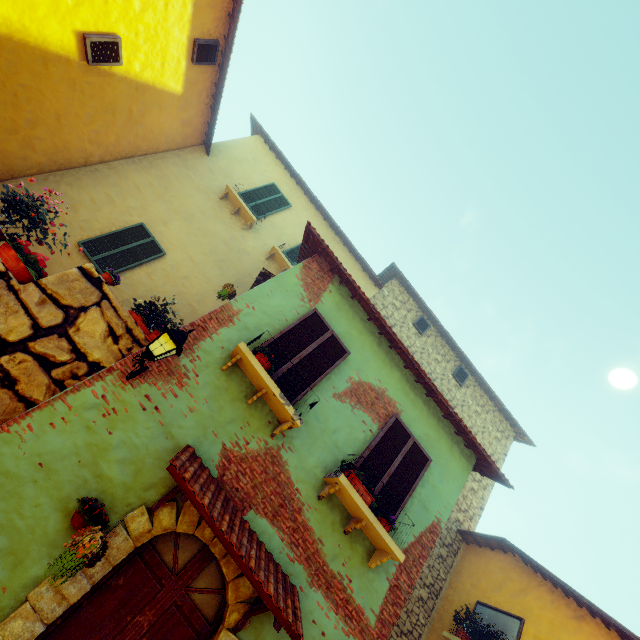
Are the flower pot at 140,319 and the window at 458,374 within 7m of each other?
no

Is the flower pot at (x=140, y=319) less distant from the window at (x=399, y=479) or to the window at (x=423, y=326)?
the window at (x=399, y=479)

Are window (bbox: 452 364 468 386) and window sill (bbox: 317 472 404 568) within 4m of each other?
no

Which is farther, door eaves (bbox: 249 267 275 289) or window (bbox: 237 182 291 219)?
window (bbox: 237 182 291 219)

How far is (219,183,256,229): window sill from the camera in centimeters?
1030cm

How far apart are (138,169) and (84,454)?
A: 8.77m

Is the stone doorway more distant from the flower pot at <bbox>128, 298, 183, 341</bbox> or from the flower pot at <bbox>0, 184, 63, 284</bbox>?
the flower pot at <bbox>0, 184, 63, 284</bbox>

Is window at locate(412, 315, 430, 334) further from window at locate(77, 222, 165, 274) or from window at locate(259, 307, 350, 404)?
window at locate(77, 222, 165, 274)
